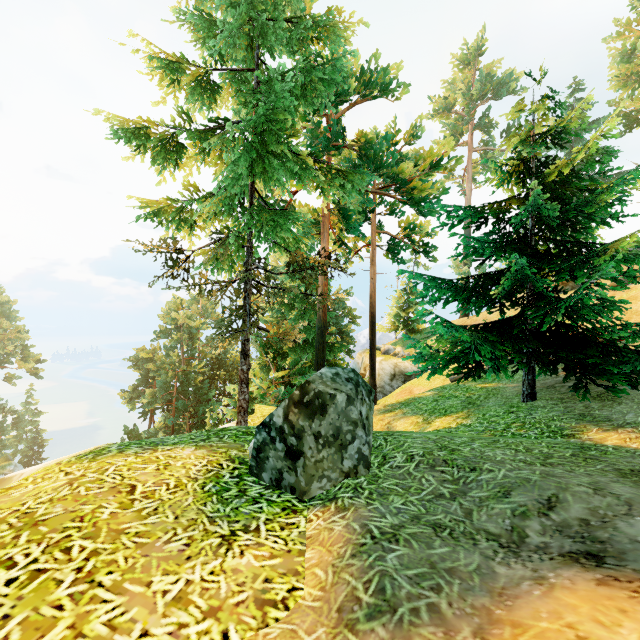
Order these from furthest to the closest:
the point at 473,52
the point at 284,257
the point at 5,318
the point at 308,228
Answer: the point at 5,318 < the point at 284,257 < the point at 473,52 < the point at 308,228

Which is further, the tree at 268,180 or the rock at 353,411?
the tree at 268,180

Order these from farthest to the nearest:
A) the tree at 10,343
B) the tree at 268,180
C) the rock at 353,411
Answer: the tree at 10,343, the tree at 268,180, the rock at 353,411

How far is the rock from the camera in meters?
Result: 3.5 m

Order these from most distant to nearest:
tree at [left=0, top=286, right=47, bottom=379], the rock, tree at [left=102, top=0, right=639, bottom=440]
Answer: tree at [left=0, top=286, right=47, bottom=379] < tree at [left=102, top=0, right=639, bottom=440] < the rock

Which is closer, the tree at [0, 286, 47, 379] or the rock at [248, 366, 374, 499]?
the rock at [248, 366, 374, 499]
